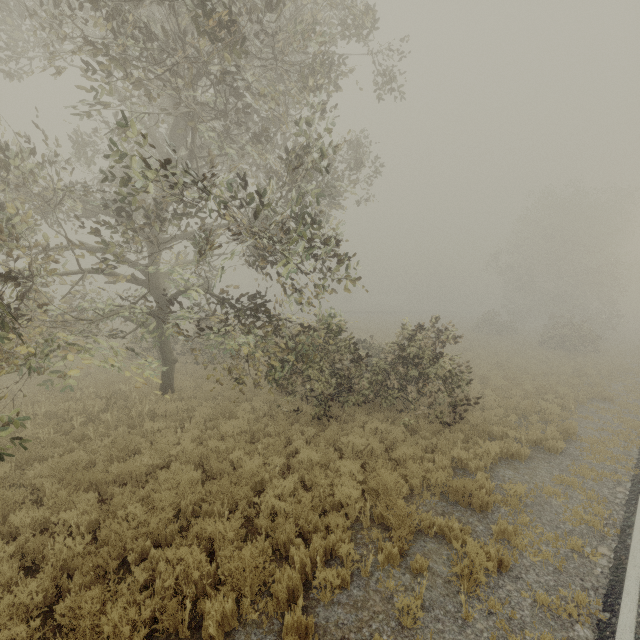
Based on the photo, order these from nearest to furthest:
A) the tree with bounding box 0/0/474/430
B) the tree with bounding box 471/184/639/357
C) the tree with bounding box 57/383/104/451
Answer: the tree with bounding box 0/0/474/430, the tree with bounding box 57/383/104/451, the tree with bounding box 471/184/639/357

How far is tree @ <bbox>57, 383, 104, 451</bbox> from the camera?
8.5m

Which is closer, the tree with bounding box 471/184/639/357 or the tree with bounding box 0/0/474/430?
the tree with bounding box 0/0/474/430

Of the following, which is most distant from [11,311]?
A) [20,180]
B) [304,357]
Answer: [304,357]

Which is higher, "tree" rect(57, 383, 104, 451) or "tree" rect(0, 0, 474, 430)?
"tree" rect(0, 0, 474, 430)

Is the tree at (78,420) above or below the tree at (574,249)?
below

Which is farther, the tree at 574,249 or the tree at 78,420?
the tree at 574,249
